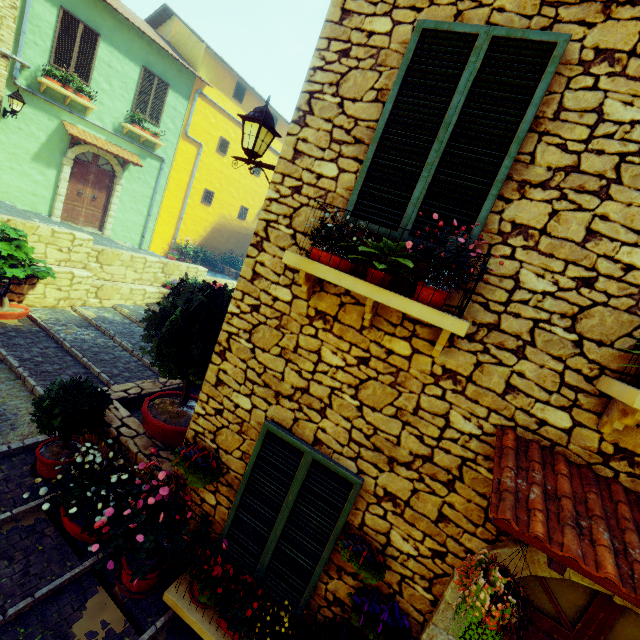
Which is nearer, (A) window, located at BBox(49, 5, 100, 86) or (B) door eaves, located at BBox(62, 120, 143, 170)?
(A) window, located at BBox(49, 5, 100, 86)

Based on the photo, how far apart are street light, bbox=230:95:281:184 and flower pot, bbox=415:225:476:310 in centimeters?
194cm

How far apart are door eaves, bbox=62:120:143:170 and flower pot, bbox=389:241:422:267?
12.5 meters

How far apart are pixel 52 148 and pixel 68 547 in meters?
12.7

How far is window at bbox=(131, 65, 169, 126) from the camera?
12.02m

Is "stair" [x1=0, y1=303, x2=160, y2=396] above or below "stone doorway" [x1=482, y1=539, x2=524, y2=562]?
below

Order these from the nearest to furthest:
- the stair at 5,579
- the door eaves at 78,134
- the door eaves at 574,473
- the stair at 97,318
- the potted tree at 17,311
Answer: the door eaves at 574,473
the stair at 5,579
the stair at 97,318
the potted tree at 17,311
the door eaves at 78,134

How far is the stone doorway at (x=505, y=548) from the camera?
2.5 meters
